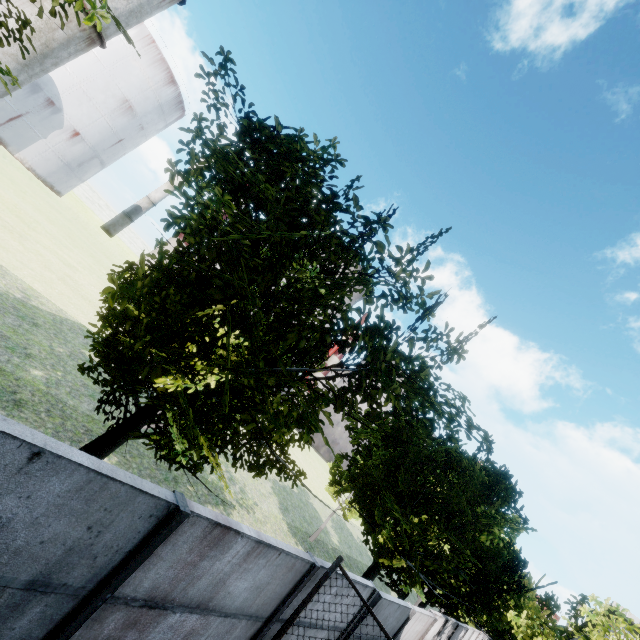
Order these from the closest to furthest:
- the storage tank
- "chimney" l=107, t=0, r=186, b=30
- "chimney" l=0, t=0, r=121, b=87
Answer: "chimney" l=0, t=0, r=121, b=87 < "chimney" l=107, t=0, r=186, b=30 < the storage tank

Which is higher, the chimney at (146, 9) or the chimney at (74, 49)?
the chimney at (146, 9)

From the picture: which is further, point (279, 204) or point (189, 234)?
point (279, 204)

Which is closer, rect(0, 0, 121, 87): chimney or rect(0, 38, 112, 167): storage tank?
rect(0, 0, 121, 87): chimney

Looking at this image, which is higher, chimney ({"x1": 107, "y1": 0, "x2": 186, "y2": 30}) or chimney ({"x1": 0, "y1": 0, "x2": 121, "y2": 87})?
chimney ({"x1": 107, "y1": 0, "x2": 186, "y2": 30})

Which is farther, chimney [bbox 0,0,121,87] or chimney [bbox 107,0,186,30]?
chimney [bbox 107,0,186,30]

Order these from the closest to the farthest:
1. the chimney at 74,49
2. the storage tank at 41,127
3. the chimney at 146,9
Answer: the chimney at 74,49 < the chimney at 146,9 < the storage tank at 41,127
